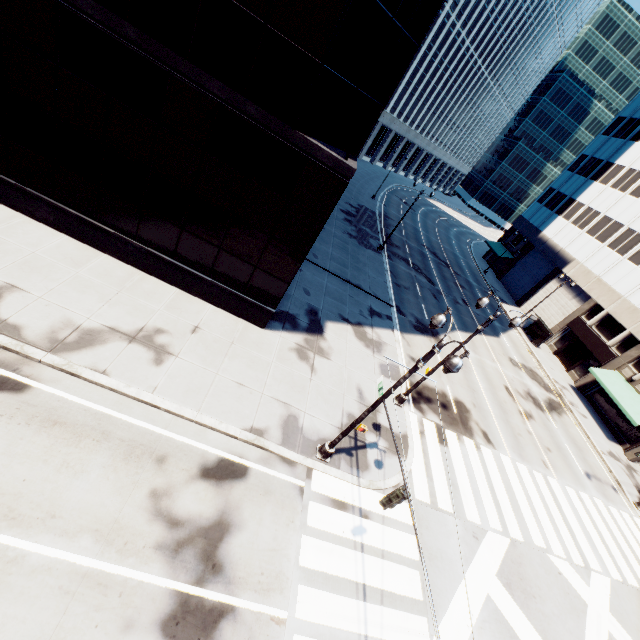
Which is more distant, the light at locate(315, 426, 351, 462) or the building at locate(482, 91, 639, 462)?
the building at locate(482, 91, 639, 462)

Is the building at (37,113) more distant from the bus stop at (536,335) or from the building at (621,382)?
the building at (621,382)

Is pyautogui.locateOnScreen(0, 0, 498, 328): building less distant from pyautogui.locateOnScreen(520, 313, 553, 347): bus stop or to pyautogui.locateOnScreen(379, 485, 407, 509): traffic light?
pyautogui.locateOnScreen(379, 485, 407, 509): traffic light

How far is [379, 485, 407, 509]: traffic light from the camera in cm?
773

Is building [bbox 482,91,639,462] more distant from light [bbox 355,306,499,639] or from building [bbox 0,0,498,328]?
building [bbox 0,0,498,328]

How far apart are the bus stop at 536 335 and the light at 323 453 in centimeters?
3429cm

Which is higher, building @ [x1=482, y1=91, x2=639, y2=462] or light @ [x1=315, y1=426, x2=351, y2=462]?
building @ [x1=482, y1=91, x2=639, y2=462]

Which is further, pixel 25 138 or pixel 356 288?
pixel 356 288
